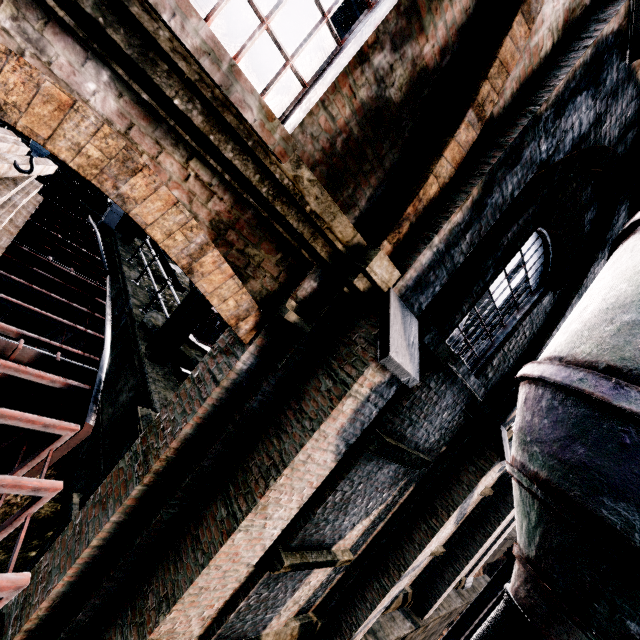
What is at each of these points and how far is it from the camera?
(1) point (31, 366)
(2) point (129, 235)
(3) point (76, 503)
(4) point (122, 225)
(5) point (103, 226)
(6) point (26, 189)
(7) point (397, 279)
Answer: (1) ship construction, 3.72m
(2) truss, 15.16m
(3) column, 4.98m
(4) column, 16.59m
(5) truss, 11.39m
(6) wood pile, 7.05m
(7) building, 3.50m

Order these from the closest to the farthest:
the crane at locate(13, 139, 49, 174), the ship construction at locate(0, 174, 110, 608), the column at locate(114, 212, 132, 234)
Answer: the ship construction at locate(0, 174, 110, 608), the crane at locate(13, 139, 49, 174), the column at locate(114, 212, 132, 234)

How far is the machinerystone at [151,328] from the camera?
8.16m

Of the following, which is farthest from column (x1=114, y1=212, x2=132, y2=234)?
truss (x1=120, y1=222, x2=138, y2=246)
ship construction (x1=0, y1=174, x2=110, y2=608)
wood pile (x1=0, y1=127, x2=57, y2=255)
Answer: wood pile (x1=0, y1=127, x2=57, y2=255)

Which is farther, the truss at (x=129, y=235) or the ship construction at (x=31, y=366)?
the truss at (x=129, y=235)

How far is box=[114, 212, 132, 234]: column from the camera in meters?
16.4

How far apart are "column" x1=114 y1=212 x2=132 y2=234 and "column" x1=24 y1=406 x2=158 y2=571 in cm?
1489

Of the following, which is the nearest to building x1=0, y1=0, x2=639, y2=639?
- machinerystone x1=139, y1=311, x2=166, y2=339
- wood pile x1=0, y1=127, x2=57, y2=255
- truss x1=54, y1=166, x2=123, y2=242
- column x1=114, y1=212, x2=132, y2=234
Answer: truss x1=54, y1=166, x2=123, y2=242
